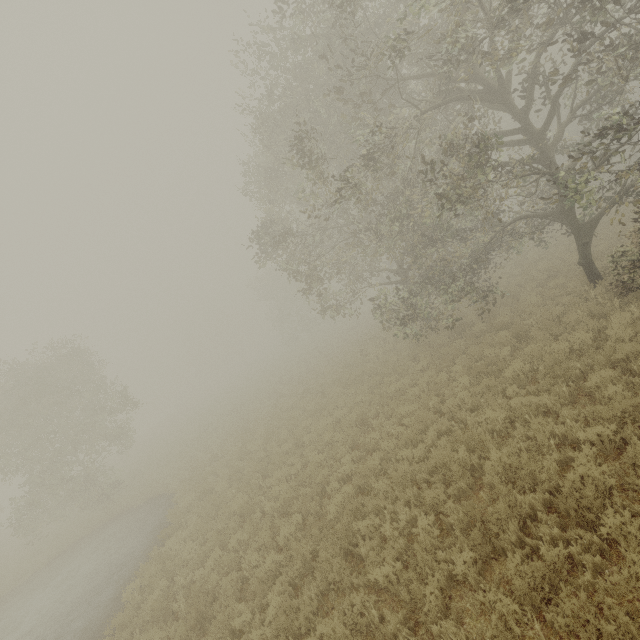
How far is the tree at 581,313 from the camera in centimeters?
967cm

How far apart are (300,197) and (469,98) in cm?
674

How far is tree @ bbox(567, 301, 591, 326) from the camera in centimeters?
967cm

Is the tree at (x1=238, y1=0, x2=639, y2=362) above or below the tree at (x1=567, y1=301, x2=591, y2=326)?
above

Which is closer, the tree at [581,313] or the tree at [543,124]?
the tree at [543,124]

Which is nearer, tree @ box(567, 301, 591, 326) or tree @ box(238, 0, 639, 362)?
tree @ box(238, 0, 639, 362)
